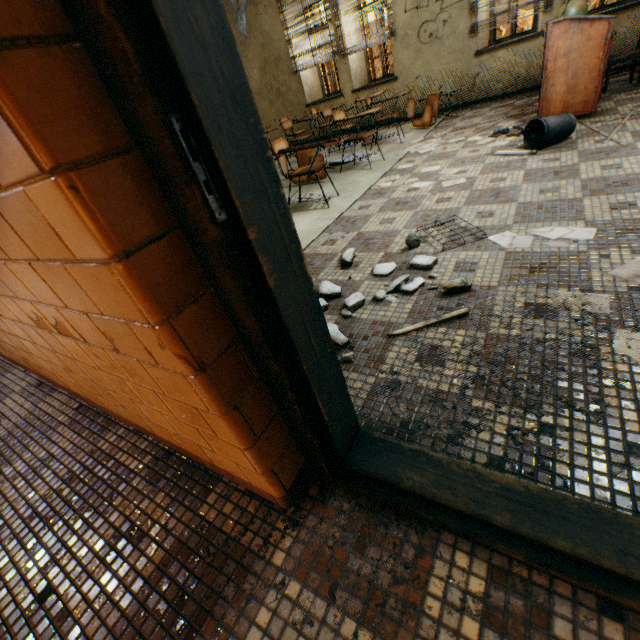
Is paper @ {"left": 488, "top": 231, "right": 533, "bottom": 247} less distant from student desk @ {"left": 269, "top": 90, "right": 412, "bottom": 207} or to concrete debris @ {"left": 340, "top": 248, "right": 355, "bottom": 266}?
concrete debris @ {"left": 340, "top": 248, "right": 355, "bottom": 266}

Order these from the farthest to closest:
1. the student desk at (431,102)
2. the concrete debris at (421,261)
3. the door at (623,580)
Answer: the student desk at (431,102) → the concrete debris at (421,261) → the door at (623,580)

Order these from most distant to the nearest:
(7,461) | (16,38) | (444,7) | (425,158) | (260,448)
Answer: (444,7) < (425,158) < (7,461) < (260,448) < (16,38)

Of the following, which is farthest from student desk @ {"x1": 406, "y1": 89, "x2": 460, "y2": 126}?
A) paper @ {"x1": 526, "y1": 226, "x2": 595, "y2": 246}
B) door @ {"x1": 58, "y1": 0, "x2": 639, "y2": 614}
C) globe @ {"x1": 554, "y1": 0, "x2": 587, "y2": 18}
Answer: door @ {"x1": 58, "y1": 0, "x2": 639, "y2": 614}

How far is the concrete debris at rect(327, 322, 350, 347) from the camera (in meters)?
1.68

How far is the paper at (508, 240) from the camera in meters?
2.0

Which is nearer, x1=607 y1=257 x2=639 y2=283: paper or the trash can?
x1=607 y1=257 x2=639 y2=283: paper

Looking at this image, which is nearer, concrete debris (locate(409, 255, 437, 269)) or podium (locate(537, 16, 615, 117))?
concrete debris (locate(409, 255, 437, 269))
